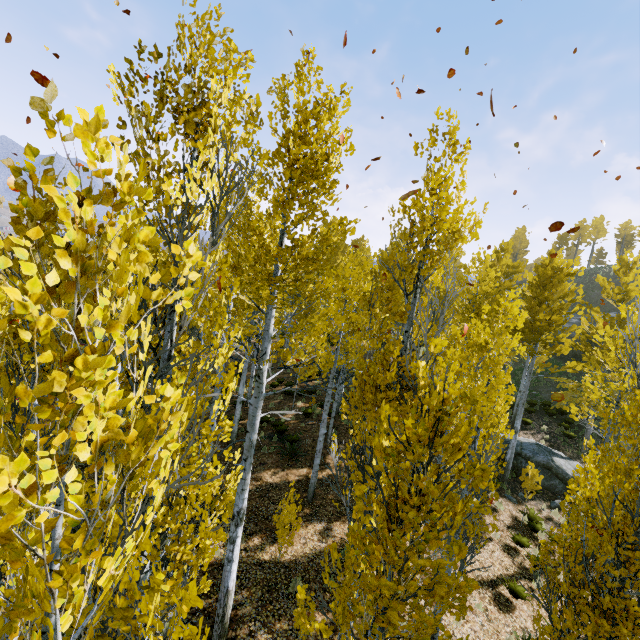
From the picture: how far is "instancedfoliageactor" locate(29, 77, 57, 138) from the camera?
1.0m

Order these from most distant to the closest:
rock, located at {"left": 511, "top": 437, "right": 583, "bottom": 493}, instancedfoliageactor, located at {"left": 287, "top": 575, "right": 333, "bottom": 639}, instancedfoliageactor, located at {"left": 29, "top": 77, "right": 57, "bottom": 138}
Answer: rock, located at {"left": 511, "top": 437, "right": 583, "bottom": 493} → instancedfoliageactor, located at {"left": 287, "top": 575, "right": 333, "bottom": 639} → instancedfoliageactor, located at {"left": 29, "top": 77, "right": 57, "bottom": 138}

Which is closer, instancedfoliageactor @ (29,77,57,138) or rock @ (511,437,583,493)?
instancedfoliageactor @ (29,77,57,138)

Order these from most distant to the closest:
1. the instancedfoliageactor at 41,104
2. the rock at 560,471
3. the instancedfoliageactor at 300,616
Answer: the rock at 560,471 < the instancedfoliageactor at 300,616 < the instancedfoliageactor at 41,104

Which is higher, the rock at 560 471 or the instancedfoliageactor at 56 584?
the instancedfoliageactor at 56 584

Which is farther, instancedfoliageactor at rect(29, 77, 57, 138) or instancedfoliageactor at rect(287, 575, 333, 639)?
instancedfoliageactor at rect(287, 575, 333, 639)

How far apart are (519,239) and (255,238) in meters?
53.3 m
